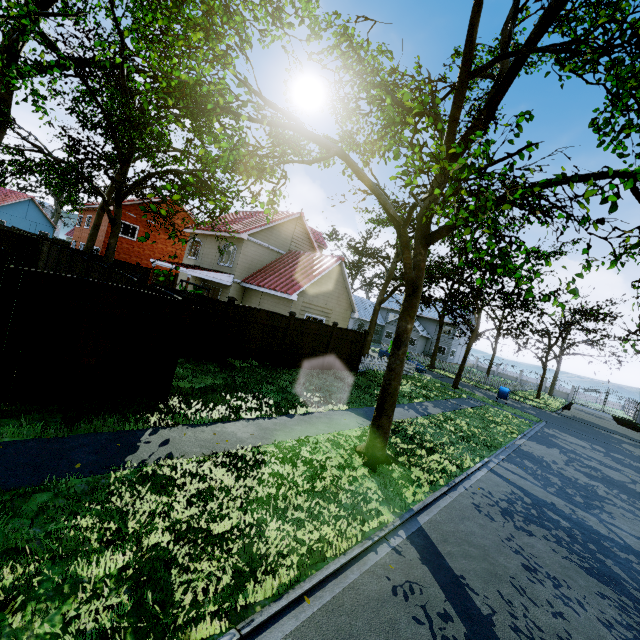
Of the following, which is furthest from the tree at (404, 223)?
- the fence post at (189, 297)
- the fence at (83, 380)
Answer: the fence post at (189, 297)

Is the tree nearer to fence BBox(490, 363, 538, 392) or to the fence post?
fence BBox(490, 363, 538, 392)

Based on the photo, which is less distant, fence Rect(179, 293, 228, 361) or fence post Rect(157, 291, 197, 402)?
fence post Rect(157, 291, 197, 402)

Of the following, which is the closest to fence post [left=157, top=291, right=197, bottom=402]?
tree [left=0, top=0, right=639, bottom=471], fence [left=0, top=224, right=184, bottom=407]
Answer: fence [left=0, top=224, right=184, bottom=407]

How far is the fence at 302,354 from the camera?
14.2 meters

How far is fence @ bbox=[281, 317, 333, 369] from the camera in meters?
14.2

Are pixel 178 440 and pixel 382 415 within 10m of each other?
yes

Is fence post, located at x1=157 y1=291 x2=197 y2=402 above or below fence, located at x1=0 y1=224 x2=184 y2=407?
above
